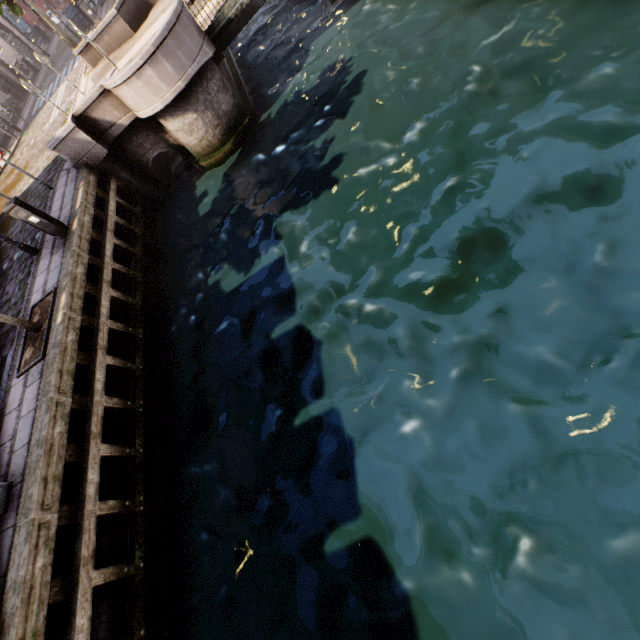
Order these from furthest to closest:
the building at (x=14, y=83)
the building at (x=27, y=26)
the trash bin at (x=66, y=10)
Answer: the building at (x=27, y=26) → the building at (x=14, y=83) → the trash bin at (x=66, y=10)

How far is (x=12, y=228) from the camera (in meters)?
12.30

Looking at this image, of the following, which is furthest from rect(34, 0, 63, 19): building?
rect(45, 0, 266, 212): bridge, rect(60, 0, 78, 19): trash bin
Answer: rect(45, 0, 266, 212): bridge

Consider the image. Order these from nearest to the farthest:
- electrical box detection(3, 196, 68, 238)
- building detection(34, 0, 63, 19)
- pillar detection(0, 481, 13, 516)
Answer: pillar detection(0, 481, 13, 516) → electrical box detection(3, 196, 68, 238) → building detection(34, 0, 63, 19)

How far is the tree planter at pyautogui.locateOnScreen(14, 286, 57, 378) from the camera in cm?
692

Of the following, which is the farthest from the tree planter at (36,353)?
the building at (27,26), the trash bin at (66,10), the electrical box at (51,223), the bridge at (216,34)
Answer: the trash bin at (66,10)

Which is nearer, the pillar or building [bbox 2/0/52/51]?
the pillar

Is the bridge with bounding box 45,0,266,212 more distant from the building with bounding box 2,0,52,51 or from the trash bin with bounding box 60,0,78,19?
the trash bin with bounding box 60,0,78,19
